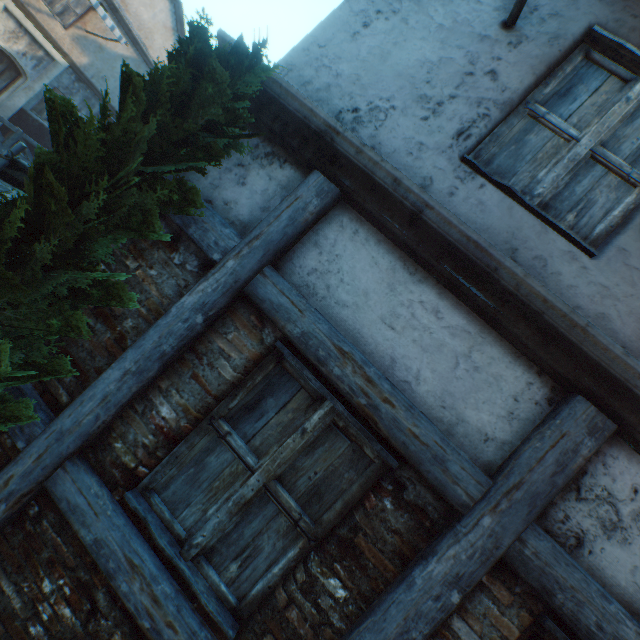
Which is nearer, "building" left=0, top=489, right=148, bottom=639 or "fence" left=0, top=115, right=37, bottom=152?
"building" left=0, top=489, right=148, bottom=639

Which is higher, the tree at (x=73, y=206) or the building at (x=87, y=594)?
the tree at (x=73, y=206)

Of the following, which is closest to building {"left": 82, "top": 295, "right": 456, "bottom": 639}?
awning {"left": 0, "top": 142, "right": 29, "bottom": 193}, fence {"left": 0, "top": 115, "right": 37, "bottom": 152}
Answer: fence {"left": 0, "top": 115, "right": 37, "bottom": 152}

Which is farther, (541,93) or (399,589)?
(541,93)

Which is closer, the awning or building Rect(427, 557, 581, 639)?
building Rect(427, 557, 581, 639)

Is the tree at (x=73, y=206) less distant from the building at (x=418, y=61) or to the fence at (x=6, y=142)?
the building at (x=418, y=61)

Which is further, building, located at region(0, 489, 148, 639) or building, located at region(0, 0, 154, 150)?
building, located at region(0, 0, 154, 150)

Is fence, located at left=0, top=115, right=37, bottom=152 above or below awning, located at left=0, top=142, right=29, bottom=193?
below
